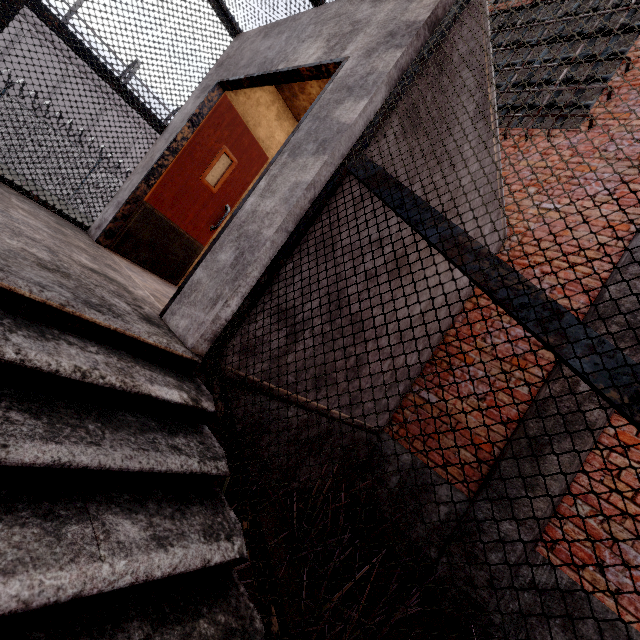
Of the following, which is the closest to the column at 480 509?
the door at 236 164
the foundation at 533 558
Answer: the foundation at 533 558

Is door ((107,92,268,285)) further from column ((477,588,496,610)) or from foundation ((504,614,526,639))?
foundation ((504,614,526,639))

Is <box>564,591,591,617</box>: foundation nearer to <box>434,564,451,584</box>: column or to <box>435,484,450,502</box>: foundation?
<box>434,564,451,584</box>: column

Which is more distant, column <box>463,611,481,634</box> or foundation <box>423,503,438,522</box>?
foundation <box>423,503,438,522</box>

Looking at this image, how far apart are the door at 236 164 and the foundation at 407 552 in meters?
3.8

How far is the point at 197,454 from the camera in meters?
1.4 m

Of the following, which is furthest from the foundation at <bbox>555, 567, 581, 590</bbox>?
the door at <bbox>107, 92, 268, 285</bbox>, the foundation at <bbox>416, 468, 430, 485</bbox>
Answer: the door at <bbox>107, 92, 268, 285</bbox>
